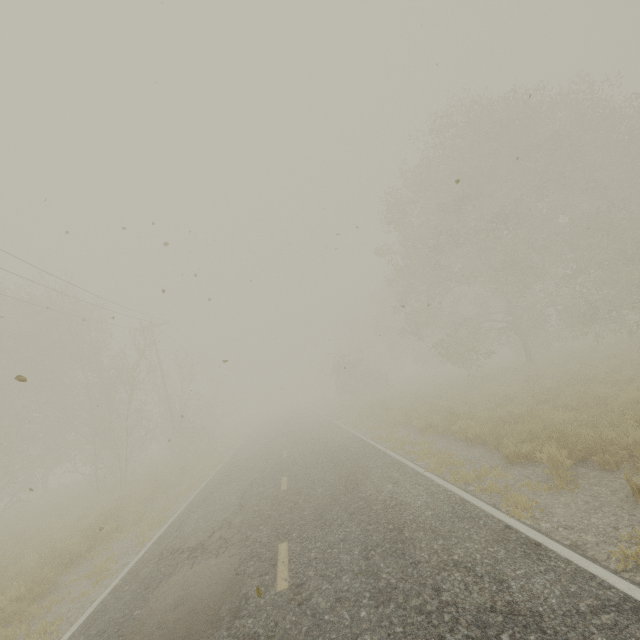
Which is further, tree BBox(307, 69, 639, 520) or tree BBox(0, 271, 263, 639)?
tree BBox(307, 69, 639, 520)

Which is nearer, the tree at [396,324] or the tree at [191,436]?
the tree at [191,436]

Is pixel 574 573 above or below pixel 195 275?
below
